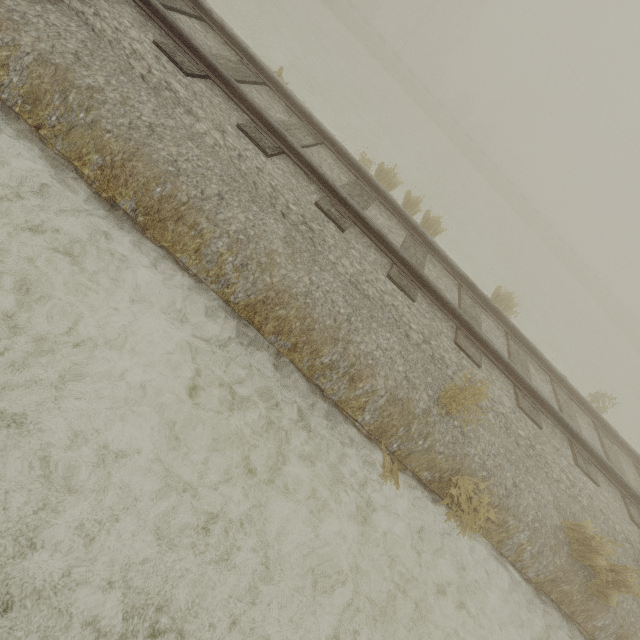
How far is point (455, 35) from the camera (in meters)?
48.78
